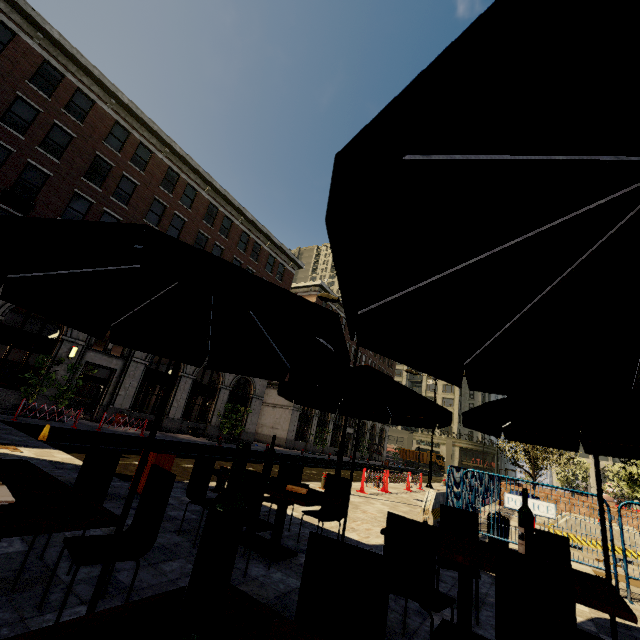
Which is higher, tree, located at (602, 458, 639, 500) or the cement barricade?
tree, located at (602, 458, 639, 500)

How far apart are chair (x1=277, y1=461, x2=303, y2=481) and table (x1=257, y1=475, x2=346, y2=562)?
0.34m

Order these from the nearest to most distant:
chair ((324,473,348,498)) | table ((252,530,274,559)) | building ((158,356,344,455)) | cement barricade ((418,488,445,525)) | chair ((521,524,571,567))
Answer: chair ((521,524,571,567)) < table ((252,530,274,559)) < chair ((324,473,348,498)) < cement barricade ((418,488,445,525)) < building ((158,356,344,455))

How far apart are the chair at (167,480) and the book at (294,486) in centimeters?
217cm

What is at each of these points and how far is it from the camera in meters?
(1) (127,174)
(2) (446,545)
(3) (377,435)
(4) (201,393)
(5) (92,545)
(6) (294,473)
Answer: (1) building, 21.5 m
(2) table, 3.4 m
(3) building, 54.6 m
(4) building, 26.2 m
(5) chair, 2.6 m
(6) chair, 6.1 m

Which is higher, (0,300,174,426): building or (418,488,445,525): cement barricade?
(0,300,174,426): building

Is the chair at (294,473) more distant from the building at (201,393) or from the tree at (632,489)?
the tree at (632,489)

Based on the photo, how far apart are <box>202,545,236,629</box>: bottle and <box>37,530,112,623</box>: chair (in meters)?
1.85
